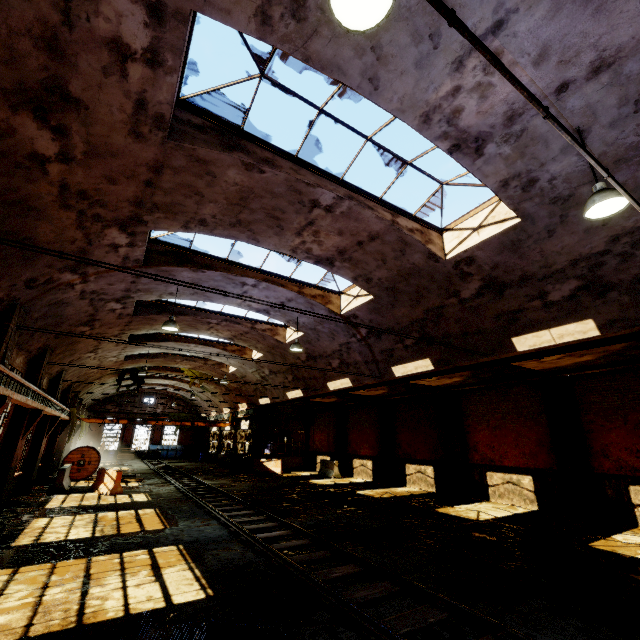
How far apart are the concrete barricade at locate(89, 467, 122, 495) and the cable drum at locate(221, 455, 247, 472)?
9.4m

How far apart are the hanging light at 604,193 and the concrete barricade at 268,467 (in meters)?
23.54

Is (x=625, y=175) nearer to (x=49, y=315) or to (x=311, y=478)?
(x=49, y=315)

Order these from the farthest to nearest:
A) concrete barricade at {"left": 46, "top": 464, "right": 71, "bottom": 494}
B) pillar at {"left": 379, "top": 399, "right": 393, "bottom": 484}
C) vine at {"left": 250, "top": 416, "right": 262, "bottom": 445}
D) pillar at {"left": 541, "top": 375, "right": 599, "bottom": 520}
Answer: vine at {"left": 250, "top": 416, "right": 262, "bottom": 445} < pillar at {"left": 379, "top": 399, "right": 393, "bottom": 484} < concrete barricade at {"left": 46, "top": 464, "right": 71, "bottom": 494} < pillar at {"left": 541, "top": 375, "right": 599, "bottom": 520}

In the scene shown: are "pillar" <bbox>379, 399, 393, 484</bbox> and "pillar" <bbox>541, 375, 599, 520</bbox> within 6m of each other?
no

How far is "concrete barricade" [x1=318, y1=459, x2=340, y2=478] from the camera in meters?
21.5

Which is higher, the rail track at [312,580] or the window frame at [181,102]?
the window frame at [181,102]

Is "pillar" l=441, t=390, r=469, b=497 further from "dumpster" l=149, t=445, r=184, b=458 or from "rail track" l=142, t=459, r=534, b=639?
"dumpster" l=149, t=445, r=184, b=458
